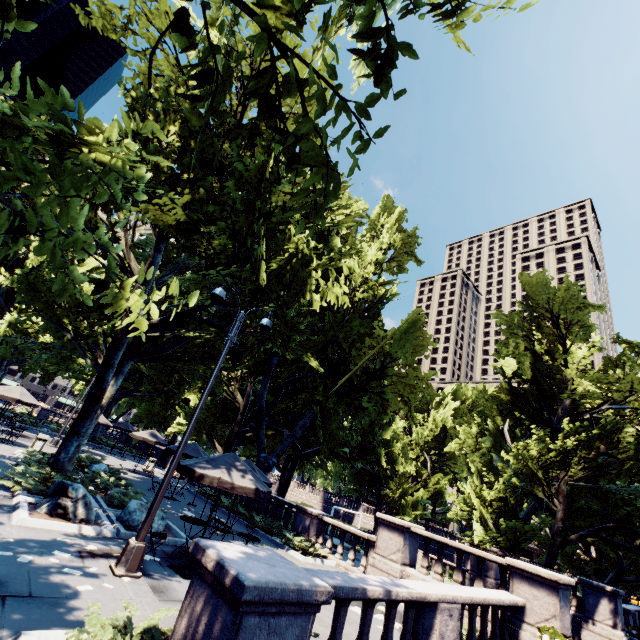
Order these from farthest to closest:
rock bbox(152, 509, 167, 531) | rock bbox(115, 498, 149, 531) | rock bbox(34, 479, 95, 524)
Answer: rock bbox(152, 509, 167, 531), rock bbox(115, 498, 149, 531), rock bbox(34, 479, 95, 524)

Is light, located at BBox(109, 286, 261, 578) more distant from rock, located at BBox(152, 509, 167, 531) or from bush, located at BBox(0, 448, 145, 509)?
bush, located at BBox(0, 448, 145, 509)

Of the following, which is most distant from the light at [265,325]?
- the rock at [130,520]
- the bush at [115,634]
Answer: the rock at [130,520]

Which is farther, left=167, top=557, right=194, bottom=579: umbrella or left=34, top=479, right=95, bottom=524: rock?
left=34, top=479, right=95, bottom=524: rock

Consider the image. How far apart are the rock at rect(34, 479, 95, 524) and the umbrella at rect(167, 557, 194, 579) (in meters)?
2.95

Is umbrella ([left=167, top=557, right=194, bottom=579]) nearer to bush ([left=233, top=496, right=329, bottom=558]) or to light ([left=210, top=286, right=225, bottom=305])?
light ([left=210, top=286, right=225, bottom=305])

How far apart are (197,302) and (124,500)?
9.0 meters

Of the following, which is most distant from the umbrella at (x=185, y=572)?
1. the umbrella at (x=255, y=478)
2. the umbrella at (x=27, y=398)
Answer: the umbrella at (x=27, y=398)
